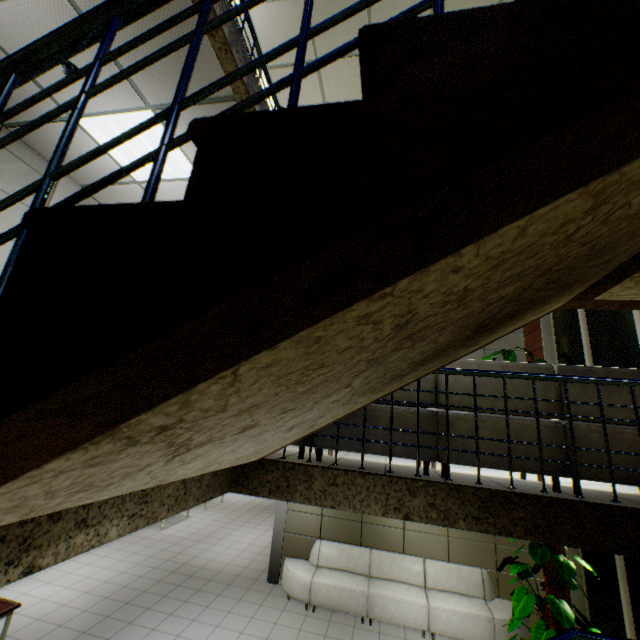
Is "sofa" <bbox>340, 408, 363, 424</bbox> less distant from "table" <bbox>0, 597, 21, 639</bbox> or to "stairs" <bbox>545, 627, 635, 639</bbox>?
"stairs" <bbox>545, 627, 635, 639</bbox>

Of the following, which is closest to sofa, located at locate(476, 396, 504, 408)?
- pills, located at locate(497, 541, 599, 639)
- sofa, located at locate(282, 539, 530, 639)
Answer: pills, located at locate(497, 541, 599, 639)

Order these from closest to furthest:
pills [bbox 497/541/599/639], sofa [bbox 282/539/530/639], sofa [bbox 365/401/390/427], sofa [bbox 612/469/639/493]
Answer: sofa [bbox 612/469/639/493]
sofa [bbox 365/401/390/427]
pills [bbox 497/541/599/639]
sofa [bbox 282/539/530/639]

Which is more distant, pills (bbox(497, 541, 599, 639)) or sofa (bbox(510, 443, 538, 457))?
pills (bbox(497, 541, 599, 639))

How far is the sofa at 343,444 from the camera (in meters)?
3.08

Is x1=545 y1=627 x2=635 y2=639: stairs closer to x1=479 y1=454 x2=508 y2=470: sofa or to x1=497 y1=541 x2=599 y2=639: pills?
x1=479 y1=454 x2=508 y2=470: sofa

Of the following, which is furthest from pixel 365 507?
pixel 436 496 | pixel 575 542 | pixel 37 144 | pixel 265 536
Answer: pixel 265 536

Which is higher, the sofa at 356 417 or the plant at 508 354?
the plant at 508 354
